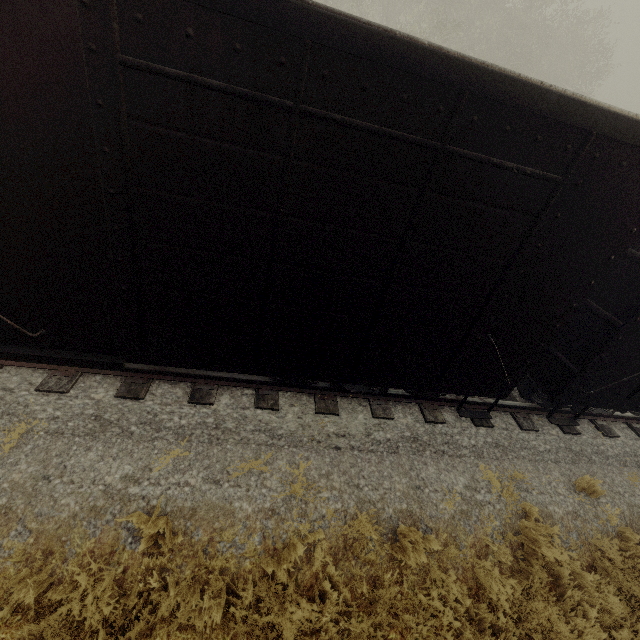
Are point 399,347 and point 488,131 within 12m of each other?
yes
